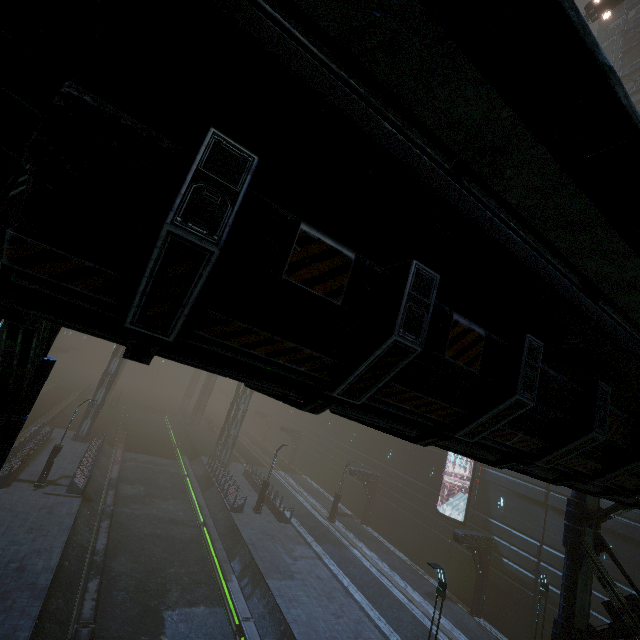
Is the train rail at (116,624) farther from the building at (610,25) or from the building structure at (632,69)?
the building structure at (632,69)

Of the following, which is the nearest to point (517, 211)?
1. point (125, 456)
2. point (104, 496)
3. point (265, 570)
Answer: point (265, 570)

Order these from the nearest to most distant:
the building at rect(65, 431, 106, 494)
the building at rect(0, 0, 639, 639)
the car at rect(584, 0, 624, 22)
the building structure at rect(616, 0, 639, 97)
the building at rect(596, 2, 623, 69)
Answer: the building at rect(0, 0, 639, 639) < the building at rect(65, 431, 106, 494) < the car at rect(584, 0, 624, 22) < the building structure at rect(616, 0, 639, 97) < the building at rect(596, 2, 623, 69)

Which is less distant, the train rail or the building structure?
the train rail

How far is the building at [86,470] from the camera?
20.3m

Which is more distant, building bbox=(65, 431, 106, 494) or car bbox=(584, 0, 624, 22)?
car bbox=(584, 0, 624, 22)

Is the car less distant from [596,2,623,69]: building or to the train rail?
[596,2,623,69]: building

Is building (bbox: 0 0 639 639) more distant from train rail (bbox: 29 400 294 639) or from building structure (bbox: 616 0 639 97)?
building structure (bbox: 616 0 639 97)
